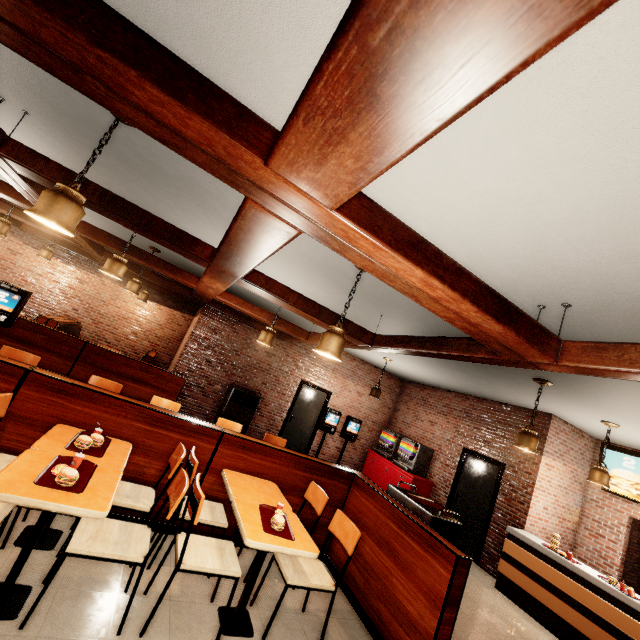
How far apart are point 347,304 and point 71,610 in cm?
323
